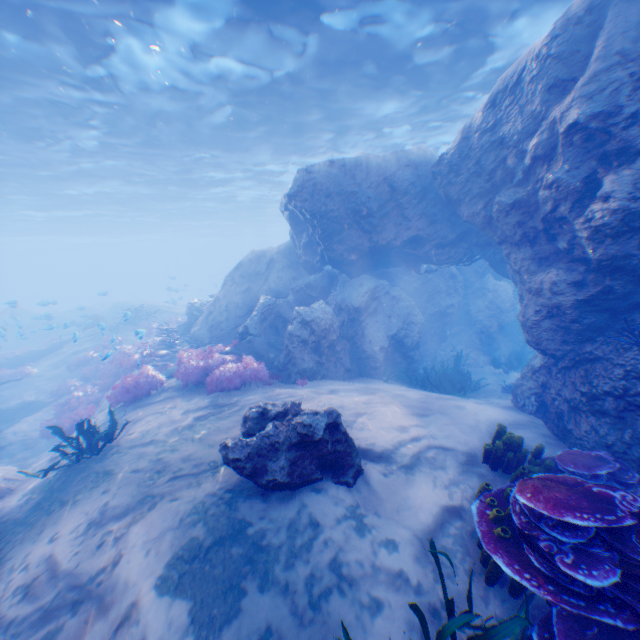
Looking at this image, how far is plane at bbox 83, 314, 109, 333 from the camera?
23.29m

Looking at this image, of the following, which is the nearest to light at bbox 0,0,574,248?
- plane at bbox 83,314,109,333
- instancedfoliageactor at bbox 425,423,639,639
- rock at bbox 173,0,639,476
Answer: rock at bbox 173,0,639,476

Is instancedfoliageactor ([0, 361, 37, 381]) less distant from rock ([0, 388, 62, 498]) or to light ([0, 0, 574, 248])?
rock ([0, 388, 62, 498])

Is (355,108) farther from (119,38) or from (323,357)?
(323,357)

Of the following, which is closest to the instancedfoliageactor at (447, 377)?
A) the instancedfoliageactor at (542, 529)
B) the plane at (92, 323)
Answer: the plane at (92, 323)

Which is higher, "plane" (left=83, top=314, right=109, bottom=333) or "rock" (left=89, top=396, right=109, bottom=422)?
"plane" (left=83, top=314, right=109, bottom=333)

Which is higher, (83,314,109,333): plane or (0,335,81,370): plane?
(83,314,109,333): plane

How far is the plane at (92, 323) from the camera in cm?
2329
